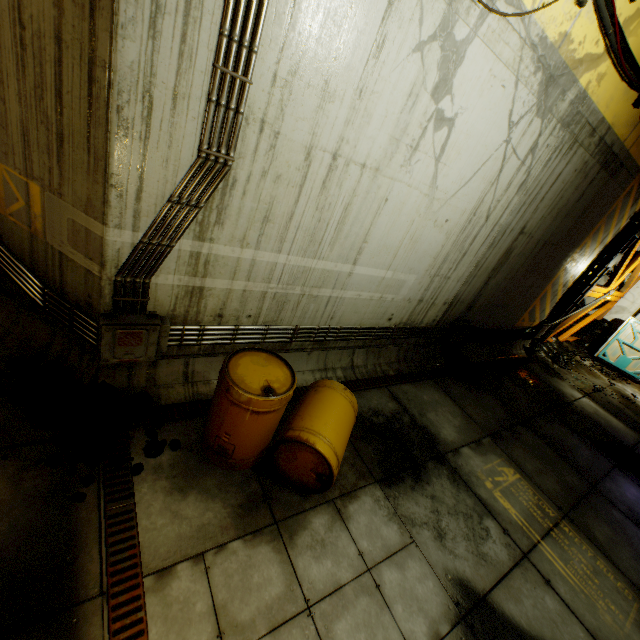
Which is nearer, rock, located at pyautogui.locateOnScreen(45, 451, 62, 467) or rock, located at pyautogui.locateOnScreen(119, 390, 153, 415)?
rock, located at pyautogui.locateOnScreen(45, 451, 62, 467)

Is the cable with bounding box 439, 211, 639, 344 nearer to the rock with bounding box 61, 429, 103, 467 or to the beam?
the beam

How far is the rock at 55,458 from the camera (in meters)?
3.00

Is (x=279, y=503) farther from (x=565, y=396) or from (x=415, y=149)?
(x=565, y=396)

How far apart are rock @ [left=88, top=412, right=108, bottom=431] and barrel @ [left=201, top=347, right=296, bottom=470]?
0.8 meters

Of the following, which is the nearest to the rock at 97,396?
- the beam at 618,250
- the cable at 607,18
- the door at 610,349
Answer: the cable at 607,18

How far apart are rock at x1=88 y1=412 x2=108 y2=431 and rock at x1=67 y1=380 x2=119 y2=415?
0.12m
